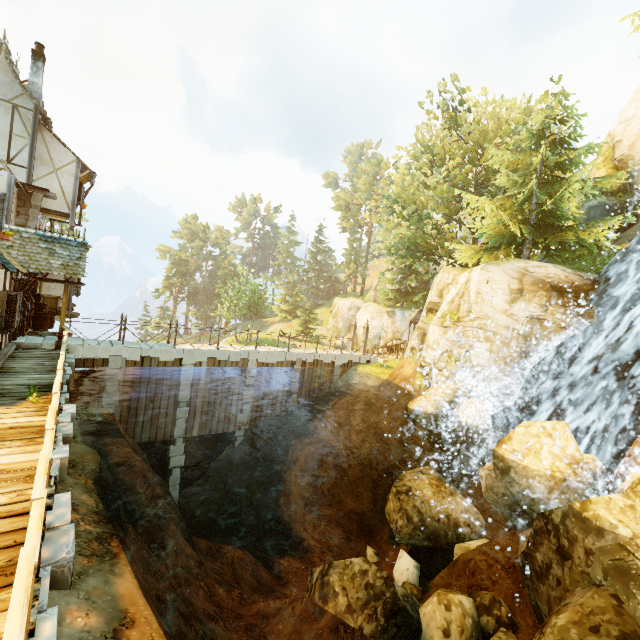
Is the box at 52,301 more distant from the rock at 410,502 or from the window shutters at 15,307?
the rock at 410,502

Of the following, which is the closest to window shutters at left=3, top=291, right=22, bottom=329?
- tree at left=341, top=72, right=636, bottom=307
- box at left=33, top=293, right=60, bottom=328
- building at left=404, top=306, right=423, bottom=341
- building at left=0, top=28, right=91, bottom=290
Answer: building at left=0, top=28, right=91, bottom=290

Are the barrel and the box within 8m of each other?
yes

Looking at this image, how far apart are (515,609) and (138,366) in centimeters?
1660cm

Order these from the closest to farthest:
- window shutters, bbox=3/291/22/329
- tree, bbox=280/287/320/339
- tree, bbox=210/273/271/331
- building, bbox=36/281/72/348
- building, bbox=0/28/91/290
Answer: window shutters, bbox=3/291/22/329 → building, bbox=0/28/91/290 → building, bbox=36/281/72/348 → tree, bbox=210/273/271/331 → tree, bbox=280/287/320/339

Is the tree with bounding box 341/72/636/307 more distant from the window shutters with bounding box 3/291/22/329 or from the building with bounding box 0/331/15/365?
the window shutters with bounding box 3/291/22/329

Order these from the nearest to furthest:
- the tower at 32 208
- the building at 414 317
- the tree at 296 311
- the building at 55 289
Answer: the building at 55 289 → the tower at 32 208 → the building at 414 317 → the tree at 296 311

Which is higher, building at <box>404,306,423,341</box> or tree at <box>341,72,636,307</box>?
tree at <box>341,72,636,307</box>
